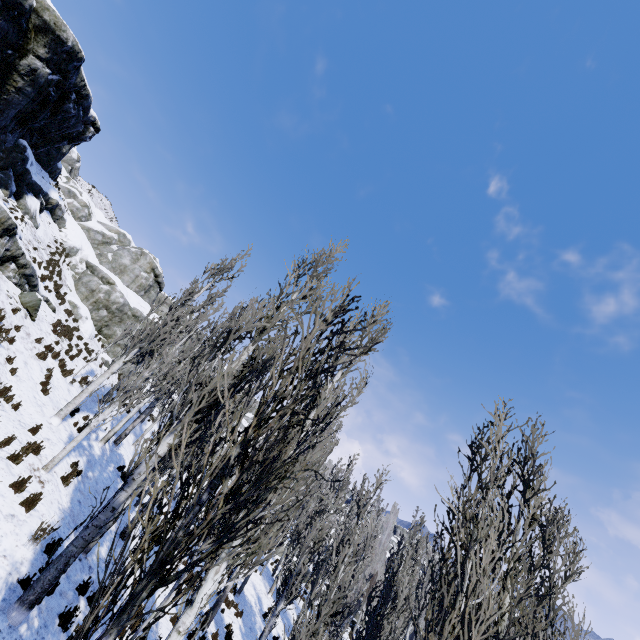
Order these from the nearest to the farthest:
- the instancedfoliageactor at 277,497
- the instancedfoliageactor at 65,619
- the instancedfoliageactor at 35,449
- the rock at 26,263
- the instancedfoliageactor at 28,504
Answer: the instancedfoliageactor at 277,497
the instancedfoliageactor at 65,619
the instancedfoliageactor at 28,504
the instancedfoliageactor at 35,449
the rock at 26,263

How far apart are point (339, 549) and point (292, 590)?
5.95m

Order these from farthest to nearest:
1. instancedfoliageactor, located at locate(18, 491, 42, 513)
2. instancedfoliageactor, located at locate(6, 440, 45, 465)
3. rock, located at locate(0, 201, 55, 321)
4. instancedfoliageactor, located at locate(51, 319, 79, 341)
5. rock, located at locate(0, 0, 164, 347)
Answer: instancedfoliageactor, located at locate(51, 319, 79, 341), rock, located at locate(0, 0, 164, 347), rock, located at locate(0, 201, 55, 321), instancedfoliageactor, located at locate(6, 440, 45, 465), instancedfoliageactor, located at locate(18, 491, 42, 513)

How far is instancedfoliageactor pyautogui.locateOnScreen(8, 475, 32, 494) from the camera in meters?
7.7

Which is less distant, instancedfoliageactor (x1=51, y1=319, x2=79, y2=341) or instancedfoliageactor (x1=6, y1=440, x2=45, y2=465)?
instancedfoliageactor (x1=6, y1=440, x2=45, y2=465)

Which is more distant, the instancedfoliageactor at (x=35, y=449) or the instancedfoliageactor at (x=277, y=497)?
the instancedfoliageactor at (x=35, y=449)
